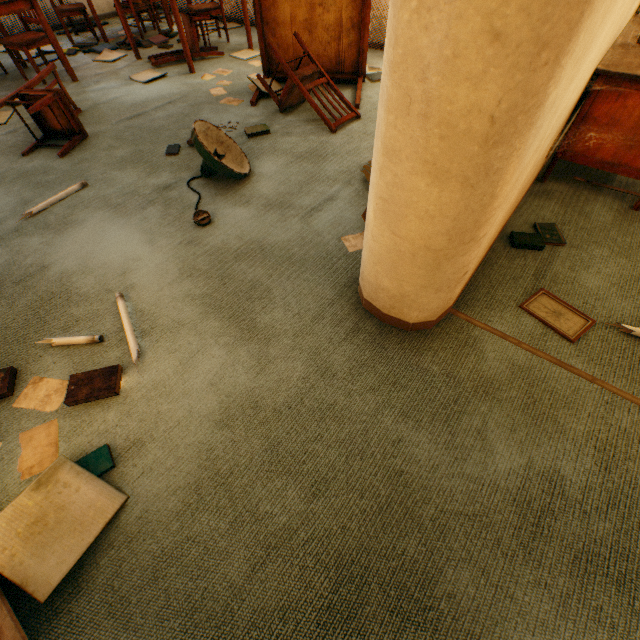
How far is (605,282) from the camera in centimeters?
181cm

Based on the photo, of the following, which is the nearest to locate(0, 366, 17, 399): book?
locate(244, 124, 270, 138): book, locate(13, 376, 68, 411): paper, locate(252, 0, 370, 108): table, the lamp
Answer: → locate(13, 376, 68, 411): paper

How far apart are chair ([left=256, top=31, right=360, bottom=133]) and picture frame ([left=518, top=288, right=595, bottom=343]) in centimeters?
225cm

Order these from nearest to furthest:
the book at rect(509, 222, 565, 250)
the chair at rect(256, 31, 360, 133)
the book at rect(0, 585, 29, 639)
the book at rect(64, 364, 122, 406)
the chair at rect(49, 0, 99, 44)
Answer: the book at rect(0, 585, 29, 639), the book at rect(64, 364, 122, 406), the book at rect(509, 222, 565, 250), the chair at rect(256, 31, 360, 133), the chair at rect(49, 0, 99, 44)

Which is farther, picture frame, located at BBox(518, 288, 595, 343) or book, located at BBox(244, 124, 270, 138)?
book, located at BBox(244, 124, 270, 138)

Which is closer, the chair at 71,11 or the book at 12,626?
the book at 12,626

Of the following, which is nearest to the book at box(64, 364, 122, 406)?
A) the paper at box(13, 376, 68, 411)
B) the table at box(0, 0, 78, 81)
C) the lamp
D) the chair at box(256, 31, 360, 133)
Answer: the paper at box(13, 376, 68, 411)

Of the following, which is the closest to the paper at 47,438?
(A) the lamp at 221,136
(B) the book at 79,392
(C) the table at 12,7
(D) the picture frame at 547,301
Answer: (B) the book at 79,392
